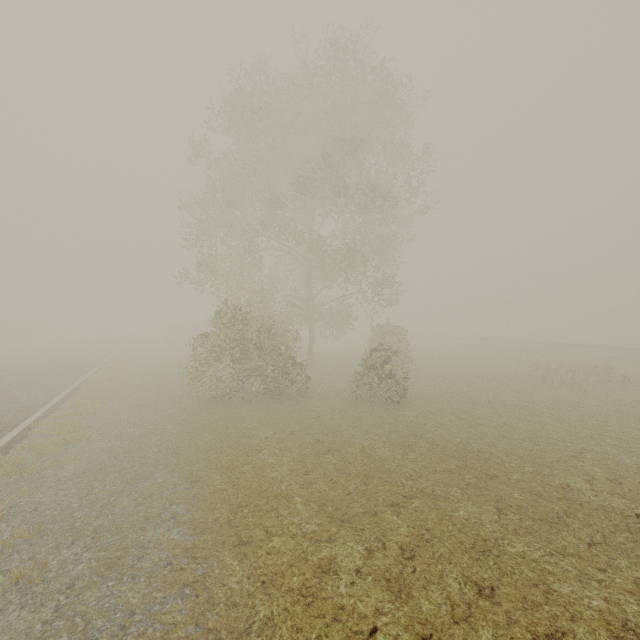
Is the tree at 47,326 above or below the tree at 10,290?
below

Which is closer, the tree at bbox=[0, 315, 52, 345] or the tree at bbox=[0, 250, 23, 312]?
the tree at bbox=[0, 315, 52, 345]

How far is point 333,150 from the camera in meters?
14.6

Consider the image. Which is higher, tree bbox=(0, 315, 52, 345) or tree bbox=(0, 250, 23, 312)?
tree bbox=(0, 250, 23, 312)

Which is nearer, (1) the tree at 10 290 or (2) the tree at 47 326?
(2) the tree at 47 326
